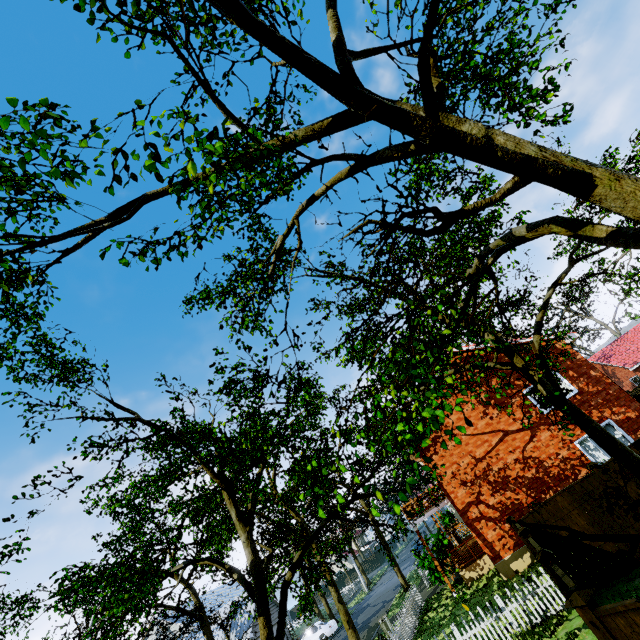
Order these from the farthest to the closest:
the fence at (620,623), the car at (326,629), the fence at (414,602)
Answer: the car at (326,629) < the fence at (414,602) < the fence at (620,623)

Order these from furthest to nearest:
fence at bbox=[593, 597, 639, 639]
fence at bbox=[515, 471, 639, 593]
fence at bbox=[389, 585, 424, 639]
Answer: fence at bbox=[389, 585, 424, 639] → fence at bbox=[515, 471, 639, 593] → fence at bbox=[593, 597, 639, 639]

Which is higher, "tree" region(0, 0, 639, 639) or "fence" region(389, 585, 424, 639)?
"tree" region(0, 0, 639, 639)

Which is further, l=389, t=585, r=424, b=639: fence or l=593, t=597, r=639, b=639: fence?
l=389, t=585, r=424, b=639: fence

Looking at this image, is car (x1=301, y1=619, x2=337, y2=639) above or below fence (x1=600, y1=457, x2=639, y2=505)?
below

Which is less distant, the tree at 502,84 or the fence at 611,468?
the tree at 502,84

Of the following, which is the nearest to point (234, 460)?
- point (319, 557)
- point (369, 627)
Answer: point (319, 557)
